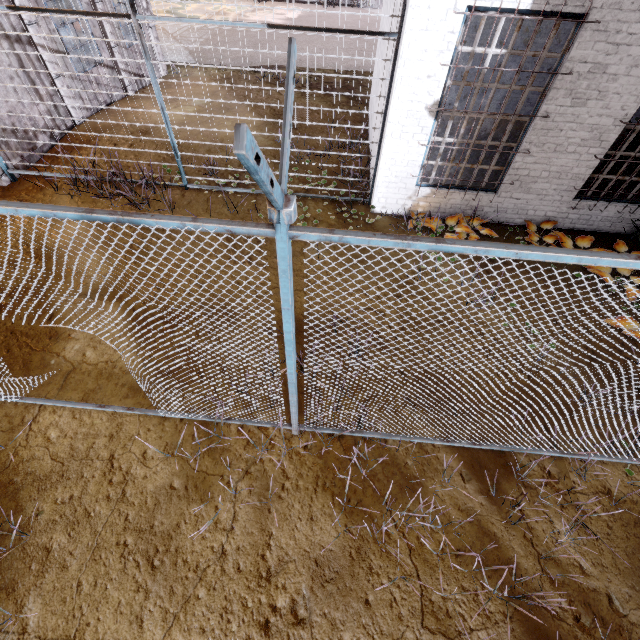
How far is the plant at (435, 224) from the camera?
6.06m

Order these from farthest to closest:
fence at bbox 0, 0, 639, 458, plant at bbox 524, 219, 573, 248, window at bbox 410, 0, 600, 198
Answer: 1. plant at bbox 524, 219, 573, 248
2. window at bbox 410, 0, 600, 198
3. fence at bbox 0, 0, 639, 458

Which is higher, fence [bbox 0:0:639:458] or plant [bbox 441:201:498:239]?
fence [bbox 0:0:639:458]

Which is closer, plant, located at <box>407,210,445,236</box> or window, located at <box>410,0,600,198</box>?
window, located at <box>410,0,600,198</box>

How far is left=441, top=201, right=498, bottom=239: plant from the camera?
6.1m

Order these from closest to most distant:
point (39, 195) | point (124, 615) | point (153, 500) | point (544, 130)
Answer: point (124, 615), point (153, 500), point (544, 130), point (39, 195)
